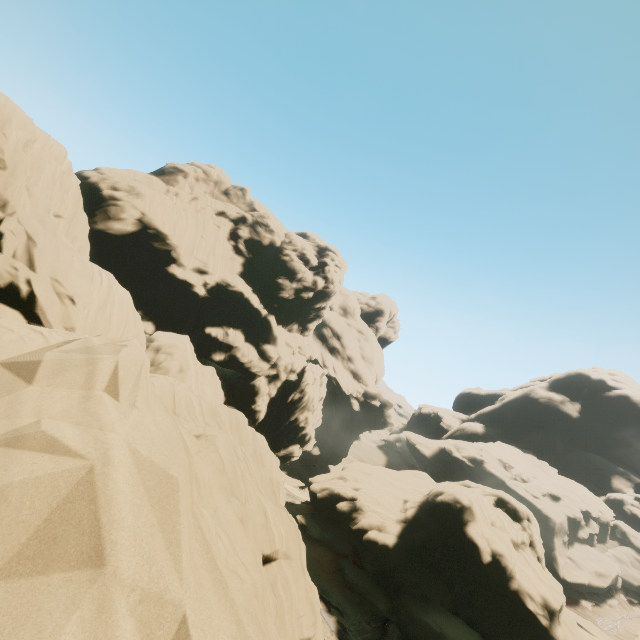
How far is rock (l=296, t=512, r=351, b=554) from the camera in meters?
31.4 m

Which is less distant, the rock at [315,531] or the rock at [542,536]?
the rock at [542,536]

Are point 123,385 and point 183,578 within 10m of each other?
yes

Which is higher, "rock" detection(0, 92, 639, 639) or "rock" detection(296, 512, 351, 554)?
"rock" detection(0, 92, 639, 639)

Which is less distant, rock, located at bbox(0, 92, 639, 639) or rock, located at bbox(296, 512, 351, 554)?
rock, located at bbox(0, 92, 639, 639)

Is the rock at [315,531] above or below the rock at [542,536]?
below
